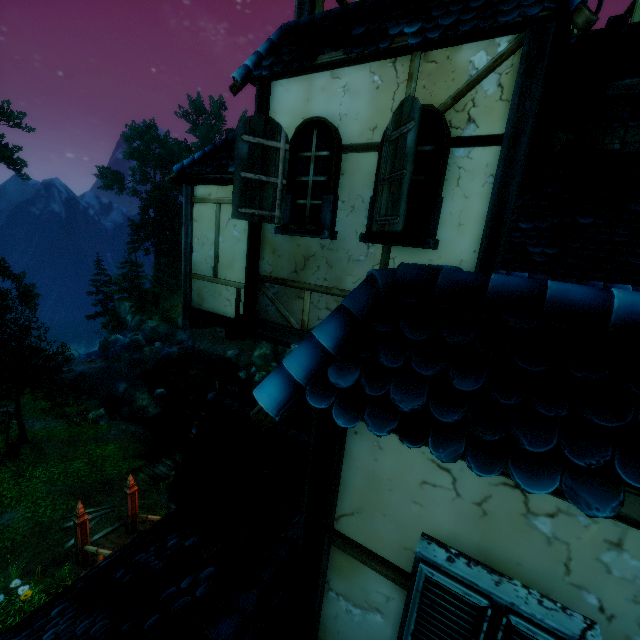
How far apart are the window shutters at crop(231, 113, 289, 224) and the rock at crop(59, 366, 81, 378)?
31.16m

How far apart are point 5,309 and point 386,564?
40.22m

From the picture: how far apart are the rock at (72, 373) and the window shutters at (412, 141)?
32.67m

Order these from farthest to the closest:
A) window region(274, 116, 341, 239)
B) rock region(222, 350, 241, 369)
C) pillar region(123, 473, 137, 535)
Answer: rock region(222, 350, 241, 369) → pillar region(123, 473, 137, 535) → window region(274, 116, 341, 239)

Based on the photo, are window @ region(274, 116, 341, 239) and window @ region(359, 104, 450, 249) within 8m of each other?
yes

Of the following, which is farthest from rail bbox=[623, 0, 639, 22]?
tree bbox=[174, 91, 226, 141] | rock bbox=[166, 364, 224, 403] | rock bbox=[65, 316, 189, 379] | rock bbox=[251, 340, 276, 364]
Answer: rock bbox=[65, 316, 189, 379]

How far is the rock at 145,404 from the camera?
22.25m

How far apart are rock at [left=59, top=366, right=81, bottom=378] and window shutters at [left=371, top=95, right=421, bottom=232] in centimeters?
3267cm
